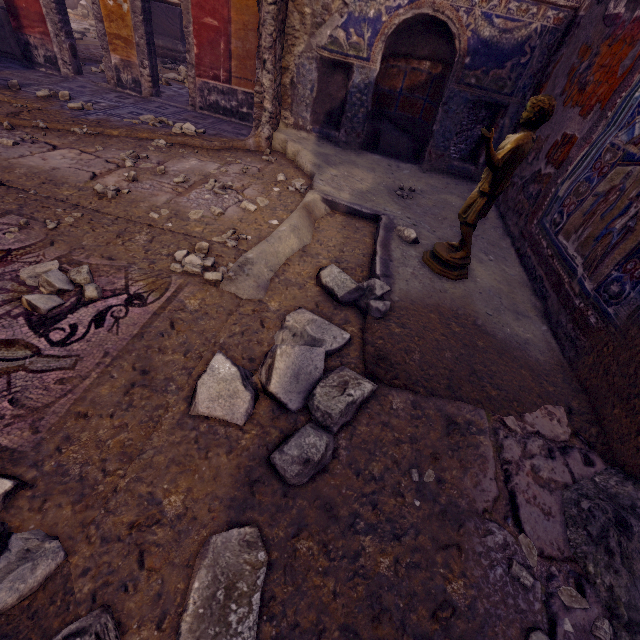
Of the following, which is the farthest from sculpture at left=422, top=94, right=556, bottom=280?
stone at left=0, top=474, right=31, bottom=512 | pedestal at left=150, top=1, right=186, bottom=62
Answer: pedestal at left=150, top=1, right=186, bottom=62

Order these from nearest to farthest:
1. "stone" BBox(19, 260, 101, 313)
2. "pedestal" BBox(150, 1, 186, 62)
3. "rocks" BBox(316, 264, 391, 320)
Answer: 1. "stone" BBox(19, 260, 101, 313)
2. "rocks" BBox(316, 264, 391, 320)
3. "pedestal" BBox(150, 1, 186, 62)

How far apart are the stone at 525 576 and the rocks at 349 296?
1.3 meters

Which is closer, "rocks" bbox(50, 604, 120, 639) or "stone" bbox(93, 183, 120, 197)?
"rocks" bbox(50, 604, 120, 639)

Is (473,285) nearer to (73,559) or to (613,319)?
(613,319)

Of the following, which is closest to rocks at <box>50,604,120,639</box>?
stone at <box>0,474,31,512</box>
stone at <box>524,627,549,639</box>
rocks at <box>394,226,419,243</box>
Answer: stone at <box>0,474,31,512</box>

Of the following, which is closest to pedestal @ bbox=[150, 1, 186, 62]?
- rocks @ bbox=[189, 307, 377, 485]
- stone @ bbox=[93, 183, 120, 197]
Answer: stone @ bbox=[93, 183, 120, 197]

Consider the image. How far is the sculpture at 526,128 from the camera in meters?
2.0
